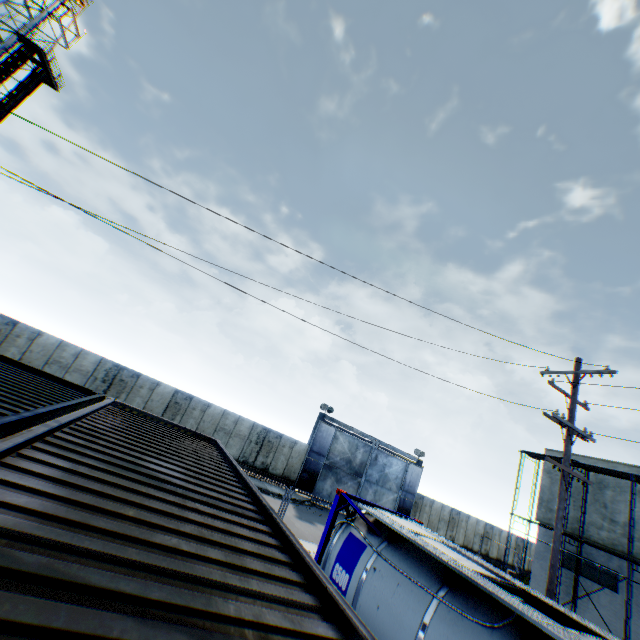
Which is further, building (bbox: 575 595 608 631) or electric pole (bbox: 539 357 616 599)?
building (bbox: 575 595 608 631)

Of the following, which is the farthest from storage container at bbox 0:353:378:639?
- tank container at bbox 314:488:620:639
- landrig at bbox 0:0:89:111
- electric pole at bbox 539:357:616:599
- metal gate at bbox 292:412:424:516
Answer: landrig at bbox 0:0:89:111

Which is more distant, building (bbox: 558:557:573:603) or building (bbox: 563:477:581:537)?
building (bbox: 563:477:581:537)

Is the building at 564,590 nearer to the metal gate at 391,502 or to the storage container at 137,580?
the metal gate at 391,502

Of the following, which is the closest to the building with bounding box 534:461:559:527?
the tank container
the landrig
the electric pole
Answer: the electric pole

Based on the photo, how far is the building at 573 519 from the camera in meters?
20.7

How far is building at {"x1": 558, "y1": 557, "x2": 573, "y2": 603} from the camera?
19.53m

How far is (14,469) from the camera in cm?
228
